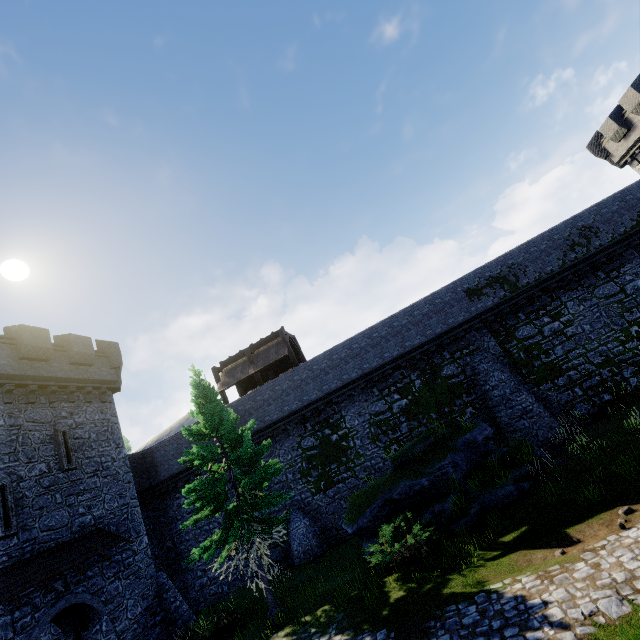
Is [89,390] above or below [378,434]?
above

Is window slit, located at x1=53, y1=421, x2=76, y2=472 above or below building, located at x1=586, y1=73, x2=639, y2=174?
below

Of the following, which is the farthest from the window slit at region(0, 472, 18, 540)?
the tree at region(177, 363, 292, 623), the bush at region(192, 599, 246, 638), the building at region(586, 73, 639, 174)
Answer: the building at region(586, 73, 639, 174)

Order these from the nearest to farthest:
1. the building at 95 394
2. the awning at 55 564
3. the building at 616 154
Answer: the awning at 55 564 → the building at 95 394 → the building at 616 154

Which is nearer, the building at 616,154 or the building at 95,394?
the building at 95,394

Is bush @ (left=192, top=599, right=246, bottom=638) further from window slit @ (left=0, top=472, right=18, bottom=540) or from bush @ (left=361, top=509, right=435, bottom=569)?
window slit @ (left=0, top=472, right=18, bottom=540)

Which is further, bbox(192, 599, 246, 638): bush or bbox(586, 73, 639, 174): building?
bbox(586, 73, 639, 174): building

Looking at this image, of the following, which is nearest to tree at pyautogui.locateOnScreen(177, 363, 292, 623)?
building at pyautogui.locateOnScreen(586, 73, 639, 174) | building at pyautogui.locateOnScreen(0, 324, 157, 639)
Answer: building at pyautogui.locateOnScreen(0, 324, 157, 639)
